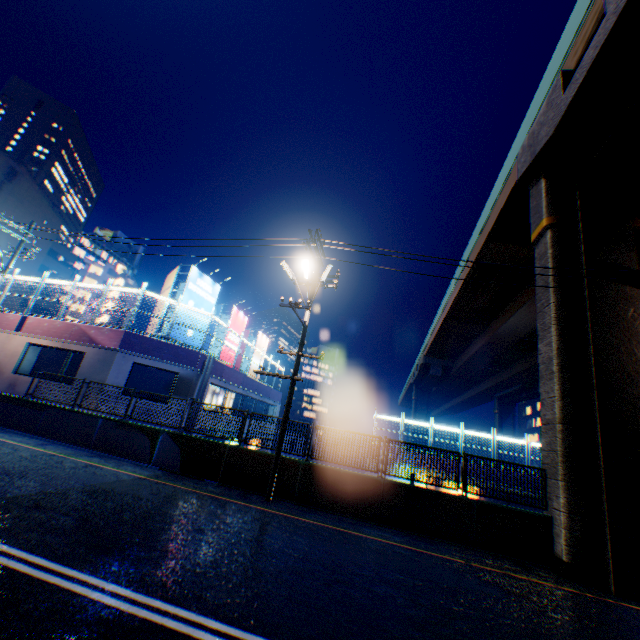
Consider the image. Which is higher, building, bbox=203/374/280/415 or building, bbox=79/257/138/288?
building, bbox=79/257/138/288

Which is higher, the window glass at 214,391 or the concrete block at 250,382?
the concrete block at 250,382

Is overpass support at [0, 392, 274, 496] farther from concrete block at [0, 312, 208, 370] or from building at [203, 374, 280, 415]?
concrete block at [0, 312, 208, 370]

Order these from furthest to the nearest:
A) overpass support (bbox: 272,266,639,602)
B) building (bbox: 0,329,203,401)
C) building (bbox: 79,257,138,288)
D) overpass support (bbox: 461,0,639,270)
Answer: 1. building (bbox: 79,257,138,288)
2. building (bbox: 0,329,203,401)
3. overpass support (bbox: 461,0,639,270)
4. overpass support (bbox: 272,266,639,602)

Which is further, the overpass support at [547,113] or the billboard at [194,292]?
the billboard at [194,292]

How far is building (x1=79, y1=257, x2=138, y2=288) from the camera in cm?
4978

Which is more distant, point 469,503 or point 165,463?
point 165,463

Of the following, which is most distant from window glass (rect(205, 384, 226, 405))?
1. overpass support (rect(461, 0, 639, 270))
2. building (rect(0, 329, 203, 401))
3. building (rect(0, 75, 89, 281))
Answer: building (rect(0, 75, 89, 281))
